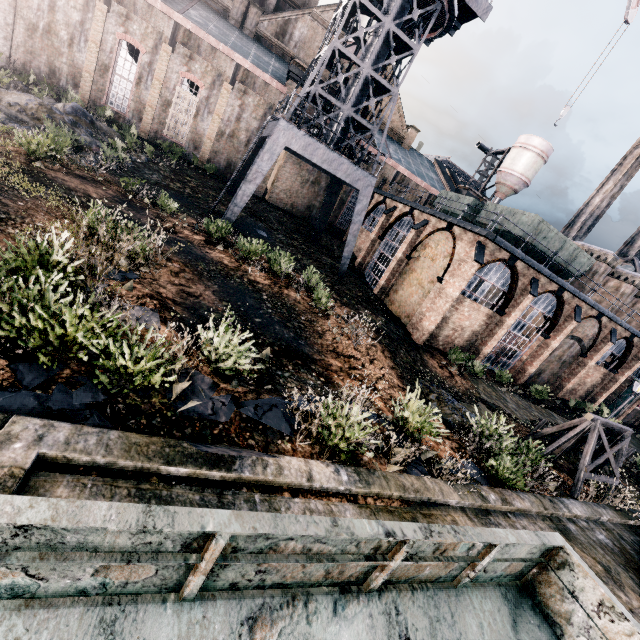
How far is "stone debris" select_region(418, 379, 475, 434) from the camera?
13.14m

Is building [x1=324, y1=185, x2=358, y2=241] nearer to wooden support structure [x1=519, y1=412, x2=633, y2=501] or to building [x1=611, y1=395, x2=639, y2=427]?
building [x1=611, y1=395, x2=639, y2=427]

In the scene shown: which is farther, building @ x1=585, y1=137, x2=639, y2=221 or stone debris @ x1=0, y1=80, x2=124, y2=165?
building @ x1=585, y1=137, x2=639, y2=221

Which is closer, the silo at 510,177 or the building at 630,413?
the building at 630,413

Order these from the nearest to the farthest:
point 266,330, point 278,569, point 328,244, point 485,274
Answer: point 278,569
point 266,330
point 485,274
point 328,244

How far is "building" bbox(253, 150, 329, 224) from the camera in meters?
33.9 m

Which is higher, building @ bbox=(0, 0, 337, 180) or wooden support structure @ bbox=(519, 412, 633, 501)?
building @ bbox=(0, 0, 337, 180)

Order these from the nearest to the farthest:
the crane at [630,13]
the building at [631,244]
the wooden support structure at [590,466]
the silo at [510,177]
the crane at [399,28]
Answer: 1. the wooden support structure at [590,466]
2. the crane at [399,28]
3. the crane at [630,13]
4. the silo at [510,177]
5. the building at [631,244]
